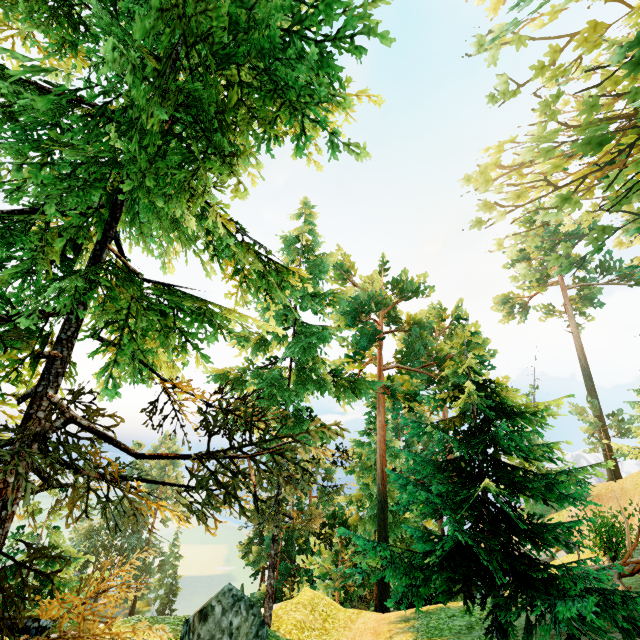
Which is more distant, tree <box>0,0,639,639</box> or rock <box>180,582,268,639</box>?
rock <box>180,582,268,639</box>

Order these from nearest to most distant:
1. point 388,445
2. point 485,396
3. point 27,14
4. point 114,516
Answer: point 27,14 < point 485,396 < point 388,445 < point 114,516

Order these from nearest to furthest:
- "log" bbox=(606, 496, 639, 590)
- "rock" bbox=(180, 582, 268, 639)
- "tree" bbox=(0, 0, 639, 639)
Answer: "tree" bbox=(0, 0, 639, 639)
"rock" bbox=(180, 582, 268, 639)
"log" bbox=(606, 496, 639, 590)

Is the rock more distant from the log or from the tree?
the log

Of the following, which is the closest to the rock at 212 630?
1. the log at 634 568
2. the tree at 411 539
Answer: the tree at 411 539

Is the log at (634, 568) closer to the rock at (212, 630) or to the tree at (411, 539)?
the tree at (411, 539)

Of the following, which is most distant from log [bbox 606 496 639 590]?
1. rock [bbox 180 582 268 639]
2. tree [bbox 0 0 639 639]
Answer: rock [bbox 180 582 268 639]
